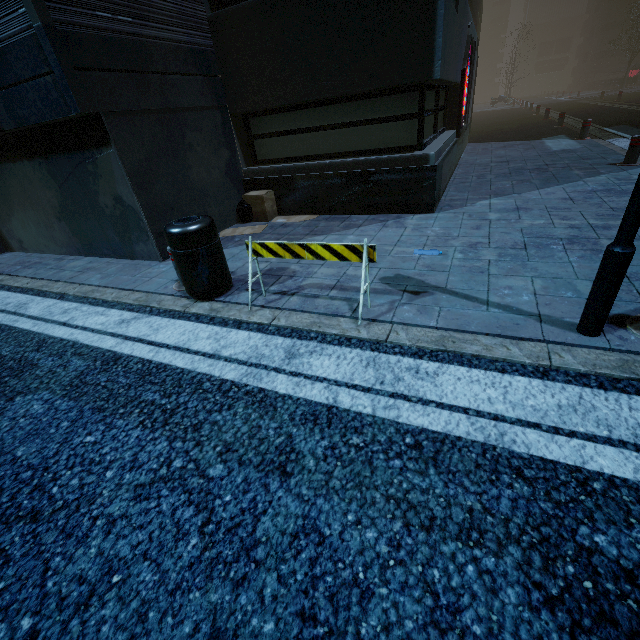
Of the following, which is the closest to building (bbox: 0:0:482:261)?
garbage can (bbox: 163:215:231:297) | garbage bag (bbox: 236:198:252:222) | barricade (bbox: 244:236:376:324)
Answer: garbage bag (bbox: 236:198:252:222)

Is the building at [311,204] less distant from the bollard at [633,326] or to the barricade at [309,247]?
the barricade at [309,247]

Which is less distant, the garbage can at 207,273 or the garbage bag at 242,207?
the garbage can at 207,273

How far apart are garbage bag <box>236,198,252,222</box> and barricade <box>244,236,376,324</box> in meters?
3.6

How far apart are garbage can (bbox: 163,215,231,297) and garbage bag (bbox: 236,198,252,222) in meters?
2.9 m

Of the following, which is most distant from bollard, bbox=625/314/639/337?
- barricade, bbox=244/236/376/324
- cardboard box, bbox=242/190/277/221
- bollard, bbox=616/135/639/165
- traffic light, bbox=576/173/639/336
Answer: bollard, bbox=616/135/639/165

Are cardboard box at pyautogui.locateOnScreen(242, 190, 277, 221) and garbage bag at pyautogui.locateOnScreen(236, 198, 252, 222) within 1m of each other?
yes

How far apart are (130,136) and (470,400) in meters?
5.6 m
